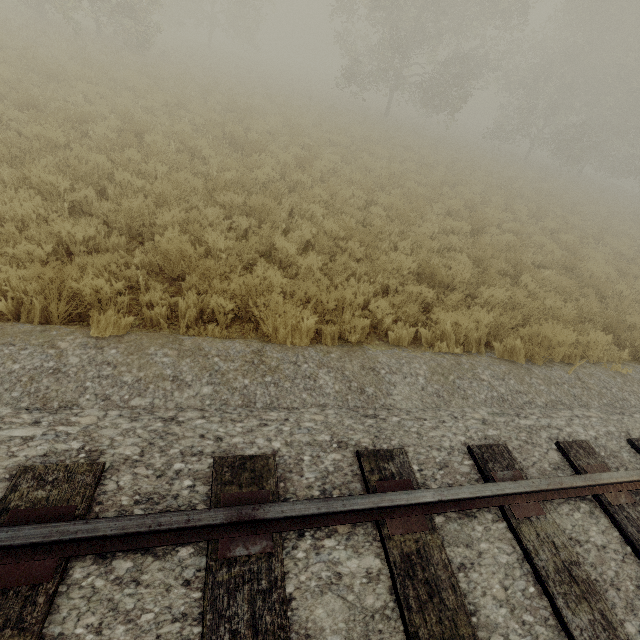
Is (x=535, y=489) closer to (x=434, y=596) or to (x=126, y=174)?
(x=434, y=596)
